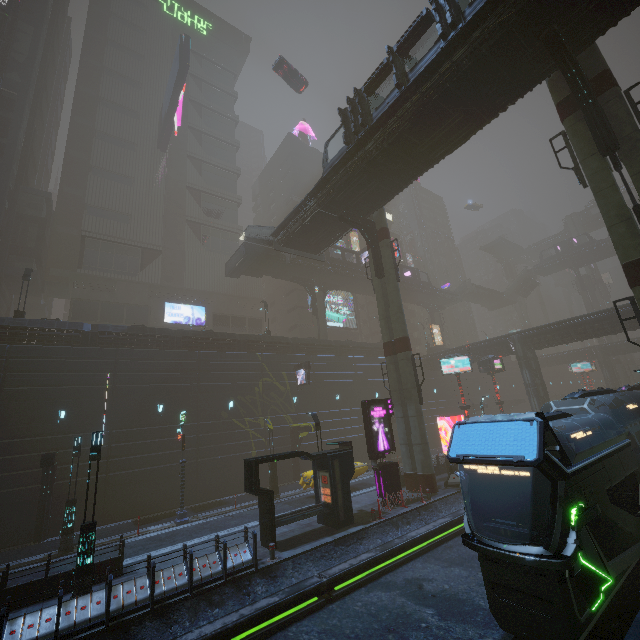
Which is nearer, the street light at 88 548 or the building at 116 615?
the building at 116 615

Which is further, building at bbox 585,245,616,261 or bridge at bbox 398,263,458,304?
building at bbox 585,245,616,261

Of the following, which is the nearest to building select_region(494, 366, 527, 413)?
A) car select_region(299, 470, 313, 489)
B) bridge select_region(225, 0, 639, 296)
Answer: car select_region(299, 470, 313, 489)

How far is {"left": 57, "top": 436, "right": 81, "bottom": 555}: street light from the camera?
16.3 meters

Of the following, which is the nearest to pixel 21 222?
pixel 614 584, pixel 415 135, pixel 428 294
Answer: pixel 415 135

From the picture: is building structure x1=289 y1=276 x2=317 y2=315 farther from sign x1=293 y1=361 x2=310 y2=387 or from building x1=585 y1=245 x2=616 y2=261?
sign x1=293 y1=361 x2=310 y2=387

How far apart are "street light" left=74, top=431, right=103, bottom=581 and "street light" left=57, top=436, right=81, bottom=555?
6.7m

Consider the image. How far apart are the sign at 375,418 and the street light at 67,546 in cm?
1579
